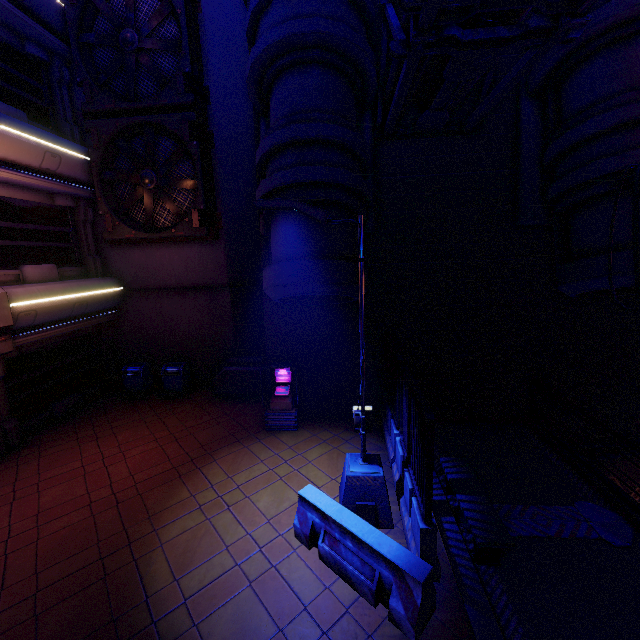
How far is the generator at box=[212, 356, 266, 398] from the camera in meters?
11.7

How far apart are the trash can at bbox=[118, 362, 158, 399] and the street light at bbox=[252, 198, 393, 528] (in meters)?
9.03

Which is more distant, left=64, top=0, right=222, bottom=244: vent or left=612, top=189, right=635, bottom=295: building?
left=64, top=0, right=222, bottom=244: vent

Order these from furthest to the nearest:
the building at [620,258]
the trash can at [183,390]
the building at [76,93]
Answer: the trash can at [183,390] → the building at [76,93] → the building at [620,258]

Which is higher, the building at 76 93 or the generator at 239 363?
the building at 76 93

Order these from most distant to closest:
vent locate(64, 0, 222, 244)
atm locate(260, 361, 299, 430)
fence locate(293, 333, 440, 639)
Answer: vent locate(64, 0, 222, 244), atm locate(260, 361, 299, 430), fence locate(293, 333, 440, 639)

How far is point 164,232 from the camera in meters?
11.5

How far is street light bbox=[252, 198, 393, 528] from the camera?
5.5m
